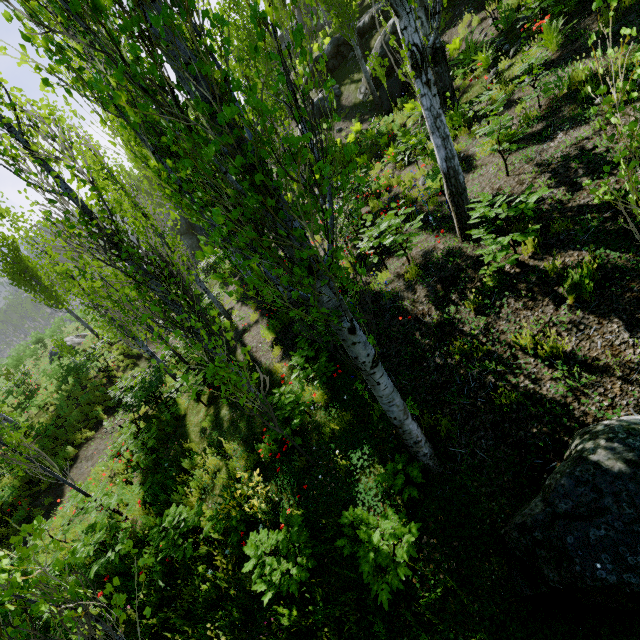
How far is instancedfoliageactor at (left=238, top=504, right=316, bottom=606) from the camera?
3.7 meters

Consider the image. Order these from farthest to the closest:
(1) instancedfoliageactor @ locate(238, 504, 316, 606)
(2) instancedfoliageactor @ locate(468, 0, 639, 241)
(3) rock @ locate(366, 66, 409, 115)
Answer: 1. (3) rock @ locate(366, 66, 409, 115)
2. (1) instancedfoliageactor @ locate(238, 504, 316, 606)
3. (2) instancedfoliageactor @ locate(468, 0, 639, 241)

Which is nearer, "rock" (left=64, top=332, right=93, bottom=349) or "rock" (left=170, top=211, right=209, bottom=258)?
"rock" (left=64, top=332, right=93, bottom=349)

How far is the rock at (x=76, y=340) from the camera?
22.1m

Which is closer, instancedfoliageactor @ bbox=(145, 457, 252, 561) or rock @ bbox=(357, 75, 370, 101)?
instancedfoliageactor @ bbox=(145, 457, 252, 561)

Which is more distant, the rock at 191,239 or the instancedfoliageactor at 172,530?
the rock at 191,239

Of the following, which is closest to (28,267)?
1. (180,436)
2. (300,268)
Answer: (180,436)
